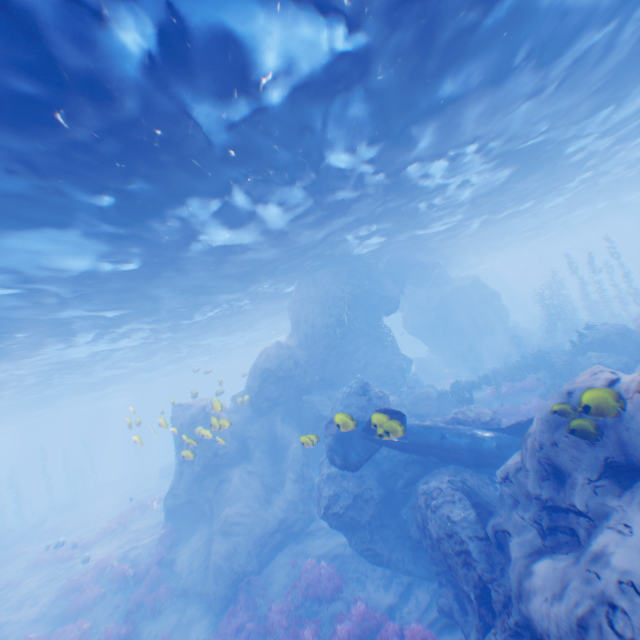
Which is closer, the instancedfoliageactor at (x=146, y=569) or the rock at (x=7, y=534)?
the instancedfoliageactor at (x=146, y=569)

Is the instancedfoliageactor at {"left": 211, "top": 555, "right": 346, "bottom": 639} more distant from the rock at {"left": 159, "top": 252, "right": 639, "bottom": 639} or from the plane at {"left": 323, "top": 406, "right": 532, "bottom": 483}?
the plane at {"left": 323, "top": 406, "right": 532, "bottom": 483}

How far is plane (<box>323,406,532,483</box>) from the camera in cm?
791

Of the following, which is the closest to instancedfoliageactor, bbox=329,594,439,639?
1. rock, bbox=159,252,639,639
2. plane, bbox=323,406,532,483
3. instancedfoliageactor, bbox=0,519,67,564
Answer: rock, bbox=159,252,639,639

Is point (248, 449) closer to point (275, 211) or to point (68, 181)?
point (275, 211)

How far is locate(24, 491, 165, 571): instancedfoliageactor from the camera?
19.86m

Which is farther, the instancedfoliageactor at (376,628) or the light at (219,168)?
the instancedfoliageactor at (376,628)

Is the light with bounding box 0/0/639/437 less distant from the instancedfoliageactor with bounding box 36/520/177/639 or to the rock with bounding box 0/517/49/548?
the instancedfoliageactor with bounding box 36/520/177/639
